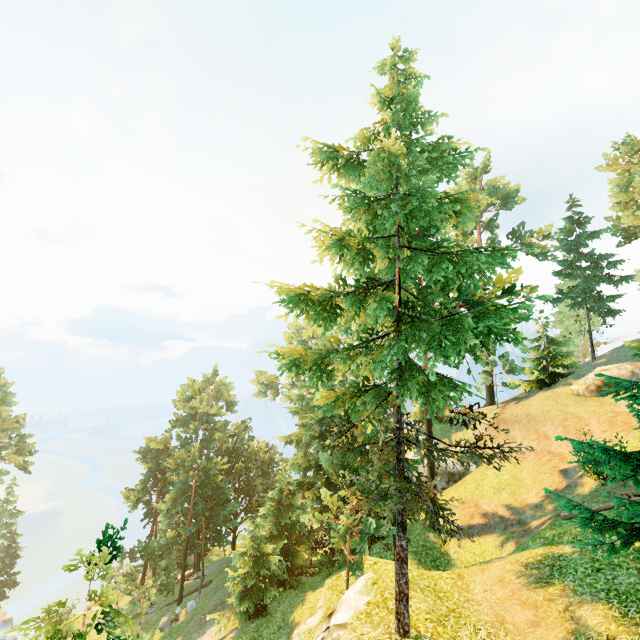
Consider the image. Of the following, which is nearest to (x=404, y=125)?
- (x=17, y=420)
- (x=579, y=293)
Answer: (x=579, y=293)

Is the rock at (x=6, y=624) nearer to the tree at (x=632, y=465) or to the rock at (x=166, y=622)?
the tree at (x=632, y=465)

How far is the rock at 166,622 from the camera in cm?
2803

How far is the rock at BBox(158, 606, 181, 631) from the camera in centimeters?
2803cm

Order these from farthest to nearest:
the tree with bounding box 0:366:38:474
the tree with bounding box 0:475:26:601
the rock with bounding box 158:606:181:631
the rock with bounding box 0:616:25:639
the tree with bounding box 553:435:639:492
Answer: the tree with bounding box 0:475:26:601 → the tree with bounding box 0:366:38:474 → the rock with bounding box 0:616:25:639 → the rock with bounding box 158:606:181:631 → the tree with bounding box 553:435:639:492

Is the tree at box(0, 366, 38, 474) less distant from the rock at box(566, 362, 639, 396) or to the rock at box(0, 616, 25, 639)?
the rock at box(0, 616, 25, 639)

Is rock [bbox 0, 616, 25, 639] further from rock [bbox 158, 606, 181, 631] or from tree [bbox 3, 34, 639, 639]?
rock [bbox 158, 606, 181, 631]
